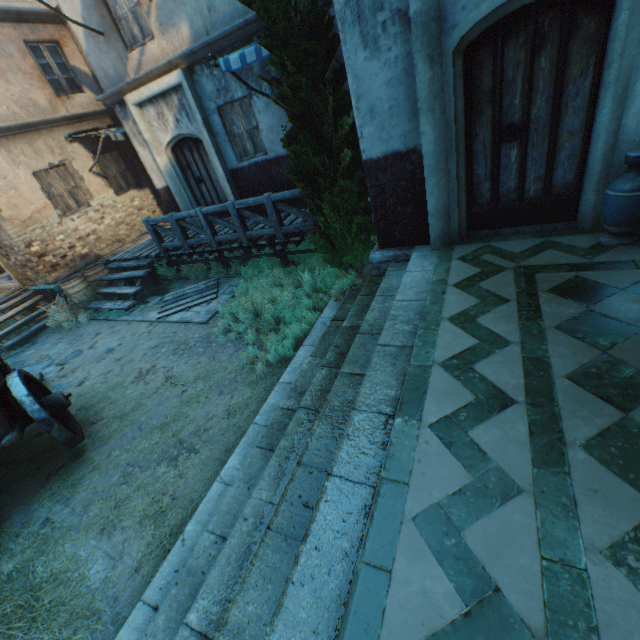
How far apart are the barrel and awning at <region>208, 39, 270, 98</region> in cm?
706

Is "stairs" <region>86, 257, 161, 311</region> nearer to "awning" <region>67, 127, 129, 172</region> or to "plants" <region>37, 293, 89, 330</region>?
"plants" <region>37, 293, 89, 330</region>

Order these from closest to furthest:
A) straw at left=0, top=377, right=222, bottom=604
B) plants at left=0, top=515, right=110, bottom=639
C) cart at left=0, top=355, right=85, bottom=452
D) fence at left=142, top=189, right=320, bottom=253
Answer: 1. plants at left=0, top=515, right=110, bottom=639
2. straw at left=0, top=377, right=222, bottom=604
3. cart at left=0, top=355, right=85, bottom=452
4. fence at left=142, top=189, right=320, bottom=253

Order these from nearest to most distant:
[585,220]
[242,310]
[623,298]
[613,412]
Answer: [613,412] → [623,298] → [585,220] → [242,310]

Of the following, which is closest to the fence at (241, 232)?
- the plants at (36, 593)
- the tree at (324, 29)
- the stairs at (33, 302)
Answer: the tree at (324, 29)

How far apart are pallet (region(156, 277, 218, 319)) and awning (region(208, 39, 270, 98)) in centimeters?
448cm

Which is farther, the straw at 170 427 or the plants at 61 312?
the plants at 61 312

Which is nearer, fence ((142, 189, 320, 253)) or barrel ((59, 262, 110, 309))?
fence ((142, 189, 320, 253))
